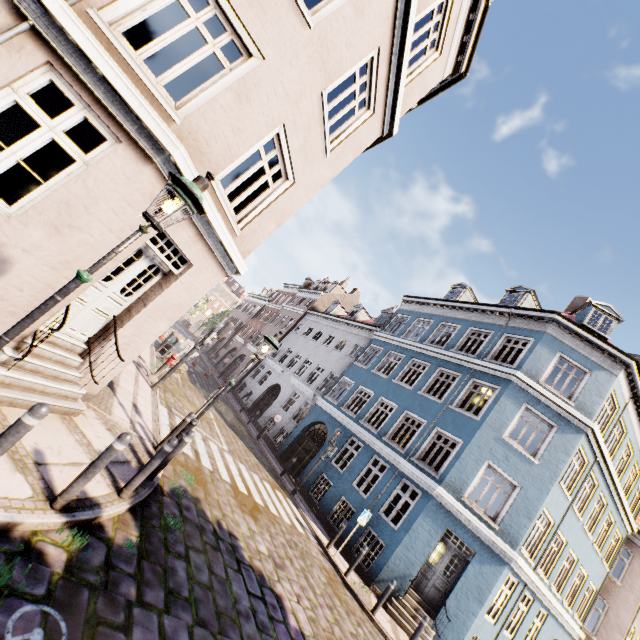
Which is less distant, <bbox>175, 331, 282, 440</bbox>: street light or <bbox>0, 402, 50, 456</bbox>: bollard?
<bbox>0, 402, 50, 456</bbox>: bollard

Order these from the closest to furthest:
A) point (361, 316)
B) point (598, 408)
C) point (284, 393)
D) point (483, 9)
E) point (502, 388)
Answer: point (483, 9) < point (598, 408) < point (502, 388) < point (284, 393) < point (361, 316)

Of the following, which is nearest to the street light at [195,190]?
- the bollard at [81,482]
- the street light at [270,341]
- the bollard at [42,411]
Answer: the bollard at [42,411]

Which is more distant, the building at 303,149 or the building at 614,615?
the building at 614,615

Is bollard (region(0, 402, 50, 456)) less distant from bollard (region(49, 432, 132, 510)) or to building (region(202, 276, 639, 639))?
bollard (region(49, 432, 132, 510))

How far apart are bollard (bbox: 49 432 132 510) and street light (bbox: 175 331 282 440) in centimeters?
285cm

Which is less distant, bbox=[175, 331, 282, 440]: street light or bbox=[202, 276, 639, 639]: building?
bbox=[175, 331, 282, 440]: street light

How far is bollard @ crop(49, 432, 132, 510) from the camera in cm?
391
